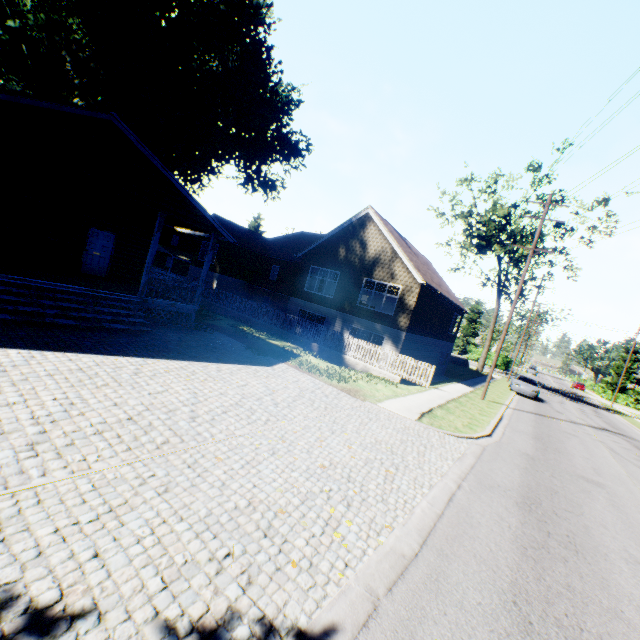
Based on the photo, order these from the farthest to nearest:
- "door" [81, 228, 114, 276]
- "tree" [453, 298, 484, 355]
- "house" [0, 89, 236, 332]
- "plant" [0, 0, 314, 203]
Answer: "tree" [453, 298, 484, 355] < "plant" [0, 0, 314, 203] < "door" [81, 228, 114, 276] < "house" [0, 89, 236, 332]

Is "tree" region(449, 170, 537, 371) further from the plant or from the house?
the house

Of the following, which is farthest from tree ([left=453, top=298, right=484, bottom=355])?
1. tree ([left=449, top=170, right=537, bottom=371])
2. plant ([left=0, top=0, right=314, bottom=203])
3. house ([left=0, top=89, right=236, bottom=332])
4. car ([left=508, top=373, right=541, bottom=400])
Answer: house ([left=0, top=89, right=236, bottom=332])

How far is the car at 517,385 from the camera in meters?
25.8

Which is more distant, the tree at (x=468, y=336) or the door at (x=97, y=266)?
the tree at (x=468, y=336)

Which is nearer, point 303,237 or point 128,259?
point 128,259

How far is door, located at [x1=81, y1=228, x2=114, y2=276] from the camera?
15.1 meters

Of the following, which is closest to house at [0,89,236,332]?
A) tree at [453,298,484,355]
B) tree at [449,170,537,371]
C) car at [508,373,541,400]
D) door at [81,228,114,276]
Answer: door at [81,228,114,276]
